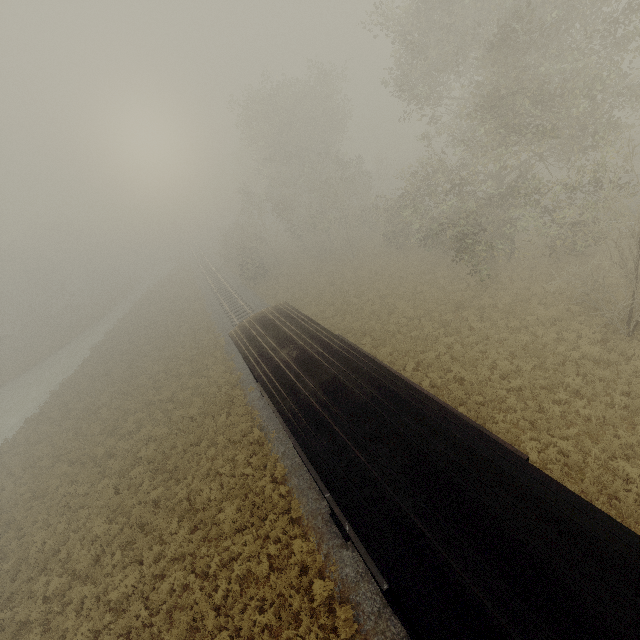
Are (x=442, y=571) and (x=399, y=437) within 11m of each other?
yes
